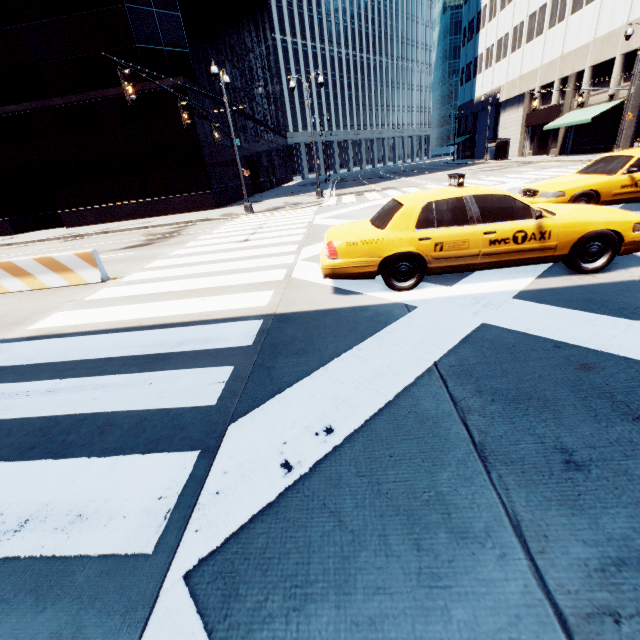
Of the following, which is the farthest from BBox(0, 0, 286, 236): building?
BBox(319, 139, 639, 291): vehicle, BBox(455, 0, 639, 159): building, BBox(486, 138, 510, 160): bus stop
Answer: BBox(455, 0, 639, 159): building

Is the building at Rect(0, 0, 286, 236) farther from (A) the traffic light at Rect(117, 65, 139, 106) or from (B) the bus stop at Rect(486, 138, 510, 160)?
(B) the bus stop at Rect(486, 138, 510, 160)

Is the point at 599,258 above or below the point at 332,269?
below

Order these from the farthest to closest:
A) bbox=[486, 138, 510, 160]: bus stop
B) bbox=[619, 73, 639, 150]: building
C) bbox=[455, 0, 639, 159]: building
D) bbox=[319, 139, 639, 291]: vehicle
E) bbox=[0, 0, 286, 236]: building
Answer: bbox=[486, 138, 510, 160]: bus stop, bbox=[455, 0, 639, 159]: building, bbox=[619, 73, 639, 150]: building, bbox=[0, 0, 286, 236]: building, bbox=[319, 139, 639, 291]: vehicle

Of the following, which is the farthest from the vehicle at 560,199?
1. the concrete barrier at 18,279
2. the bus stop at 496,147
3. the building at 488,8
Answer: the bus stop at 496,147

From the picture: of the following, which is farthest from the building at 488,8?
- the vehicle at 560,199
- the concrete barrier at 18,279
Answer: the concrete barrier at 18,279

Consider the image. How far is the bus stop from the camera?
37.4 meters

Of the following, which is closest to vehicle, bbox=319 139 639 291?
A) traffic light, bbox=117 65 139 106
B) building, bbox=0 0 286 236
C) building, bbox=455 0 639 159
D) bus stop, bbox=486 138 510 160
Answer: traffic light, bbox=117 65 139 106
